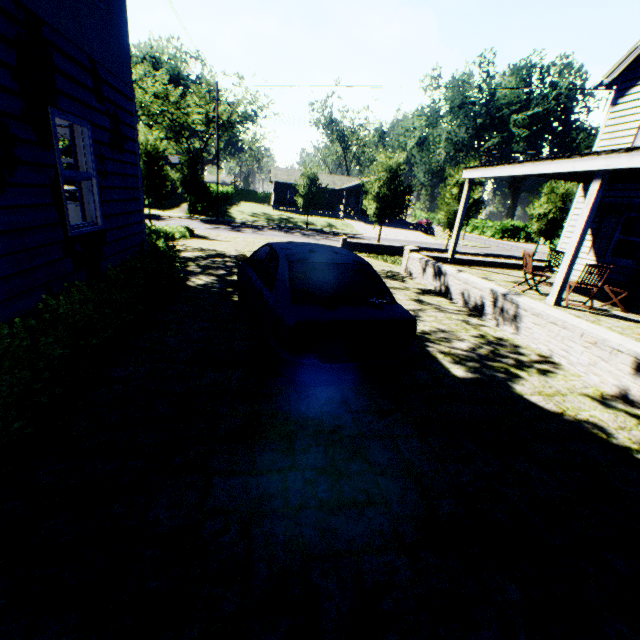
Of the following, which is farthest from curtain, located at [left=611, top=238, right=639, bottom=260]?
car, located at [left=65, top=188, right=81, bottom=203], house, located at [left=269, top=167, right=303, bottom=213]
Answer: house, located at [left=269, top=167, right=303, bottom=213]

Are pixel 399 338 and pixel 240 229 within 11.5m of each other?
no

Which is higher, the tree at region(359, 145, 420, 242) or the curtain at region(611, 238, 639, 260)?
Result: the tree at region(359, 145, 420, 242)

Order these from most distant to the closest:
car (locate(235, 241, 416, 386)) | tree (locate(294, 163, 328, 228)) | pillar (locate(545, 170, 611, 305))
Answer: tree (locate(294, 163, 328, 228)), pillar (locate(545, 170, 611, 305)), car (locate(235, 241, 416, 386))

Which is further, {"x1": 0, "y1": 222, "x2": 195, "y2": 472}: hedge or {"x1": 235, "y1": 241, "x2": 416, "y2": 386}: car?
{"x1": 235, "y1": 241, "x2": 416, "y2": 386}: car

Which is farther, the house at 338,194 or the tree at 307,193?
the house at 338,194

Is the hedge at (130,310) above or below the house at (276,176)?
below

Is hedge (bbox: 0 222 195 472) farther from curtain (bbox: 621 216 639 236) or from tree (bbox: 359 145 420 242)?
curtain (bbox: 621 216 639 236)
